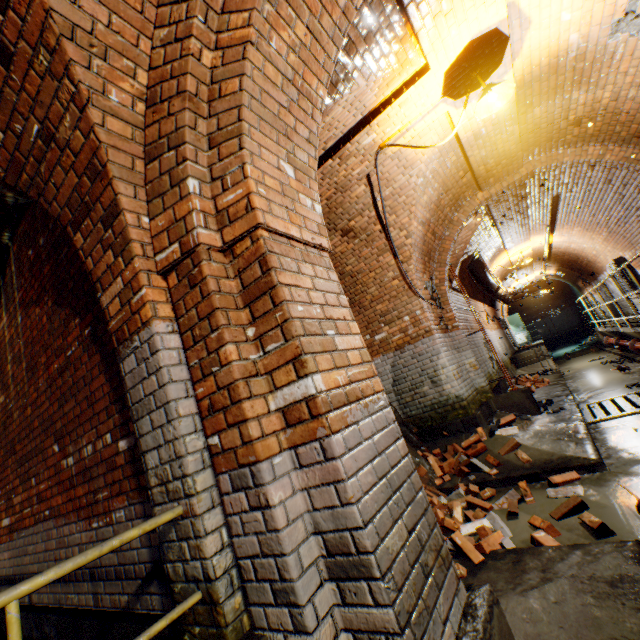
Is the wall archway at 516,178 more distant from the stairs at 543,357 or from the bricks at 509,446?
the stairs at 543,357

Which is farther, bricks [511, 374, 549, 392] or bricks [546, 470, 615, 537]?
bricks [511, 374, 549, 392]

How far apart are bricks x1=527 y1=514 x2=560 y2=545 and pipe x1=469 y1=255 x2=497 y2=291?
8.0m

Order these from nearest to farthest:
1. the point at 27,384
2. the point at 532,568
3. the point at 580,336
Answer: the point at 532,568
the point at 27,384
the point at 580,336

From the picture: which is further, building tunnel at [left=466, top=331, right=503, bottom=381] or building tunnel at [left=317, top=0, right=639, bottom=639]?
building tunnel at [left=466, top=331, right=503, bottom=381]

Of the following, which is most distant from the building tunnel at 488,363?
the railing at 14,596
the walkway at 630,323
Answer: the railing at 14,596

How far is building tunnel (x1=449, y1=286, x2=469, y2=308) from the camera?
8.7 meters

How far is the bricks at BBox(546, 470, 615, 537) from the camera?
2.6 meters
